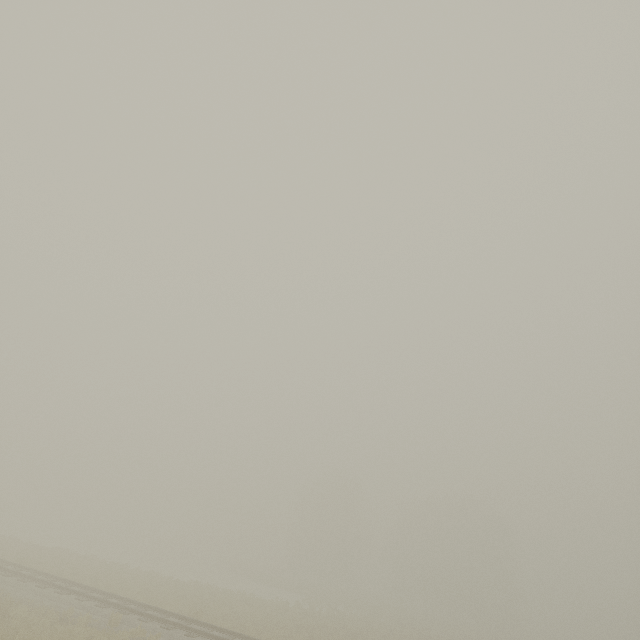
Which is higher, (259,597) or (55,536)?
(259,597)
